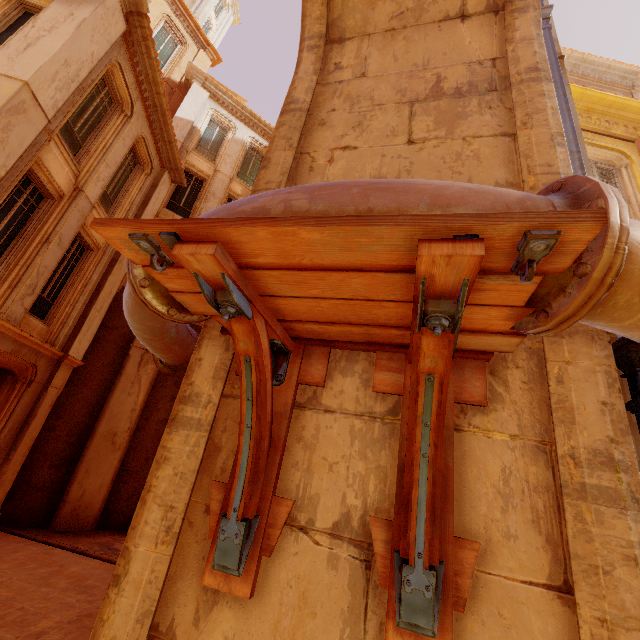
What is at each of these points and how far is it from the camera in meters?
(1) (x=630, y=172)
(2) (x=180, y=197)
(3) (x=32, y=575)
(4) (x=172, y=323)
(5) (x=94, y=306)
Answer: (1) window, 7.8
(2) window, 14.8
(3) building, 6.5
(4) pipe, 2.9
(5) column, 10.1

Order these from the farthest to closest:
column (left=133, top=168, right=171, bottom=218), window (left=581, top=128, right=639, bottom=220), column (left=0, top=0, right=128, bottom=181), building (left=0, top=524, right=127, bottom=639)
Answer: column (left=133, top=168, right=171, bottom=218)
window (left=581, top=128, right=639, bottom=220)
column (left=0, top=0, right=128, bottom=181)
building (left=0, top=524, right=127, bottom=639)

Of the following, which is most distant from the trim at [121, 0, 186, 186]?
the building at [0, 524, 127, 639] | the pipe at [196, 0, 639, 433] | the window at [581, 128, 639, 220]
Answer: the building at [0, 524, 127, 639]

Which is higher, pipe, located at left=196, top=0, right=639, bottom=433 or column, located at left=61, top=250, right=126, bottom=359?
column, located at left=61, top=250, right=126, bottom=359

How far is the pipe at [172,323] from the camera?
2.1m

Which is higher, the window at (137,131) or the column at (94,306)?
the window at (137,131)

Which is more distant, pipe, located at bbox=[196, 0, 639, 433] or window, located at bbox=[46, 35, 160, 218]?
A: window, located at bbox=[46, 35, 160, 218]

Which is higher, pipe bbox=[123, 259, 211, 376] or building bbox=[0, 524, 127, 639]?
pipe bbox=[123, 259, 211, 376]
